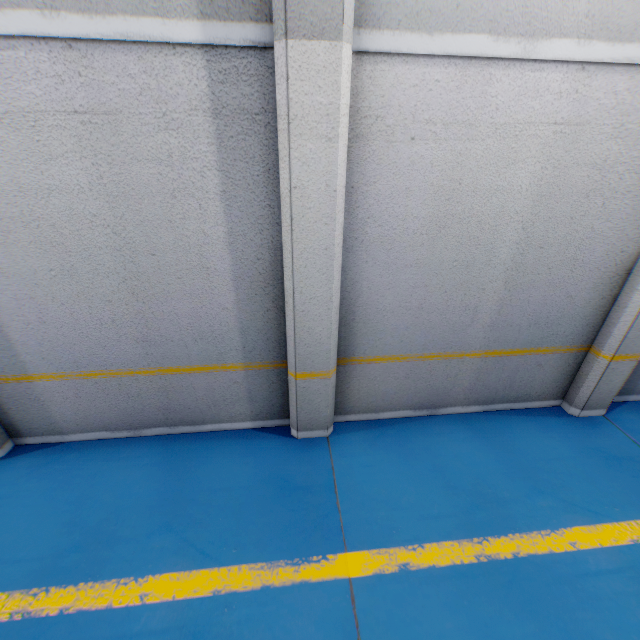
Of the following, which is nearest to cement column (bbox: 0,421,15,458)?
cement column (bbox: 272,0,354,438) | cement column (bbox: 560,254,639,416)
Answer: cement column (bbox: 272,0,354,438)

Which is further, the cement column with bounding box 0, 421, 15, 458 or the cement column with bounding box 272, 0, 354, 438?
the cement column with bounding box 0, 421, 15, 458

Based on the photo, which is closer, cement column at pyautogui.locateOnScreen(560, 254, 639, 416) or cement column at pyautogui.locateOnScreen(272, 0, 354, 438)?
cement column at pyautogui.locateOnScreen(272, 0, 354, 438)

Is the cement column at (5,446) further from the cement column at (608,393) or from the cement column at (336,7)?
the cement column at (608,393)

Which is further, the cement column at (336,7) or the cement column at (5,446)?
the cement column at (5,446)

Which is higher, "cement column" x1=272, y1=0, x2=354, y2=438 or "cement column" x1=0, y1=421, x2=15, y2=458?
"cement column" x1=272, y1=0, x2=354, y2=438

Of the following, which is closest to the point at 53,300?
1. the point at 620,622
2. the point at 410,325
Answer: the point at 410,325
